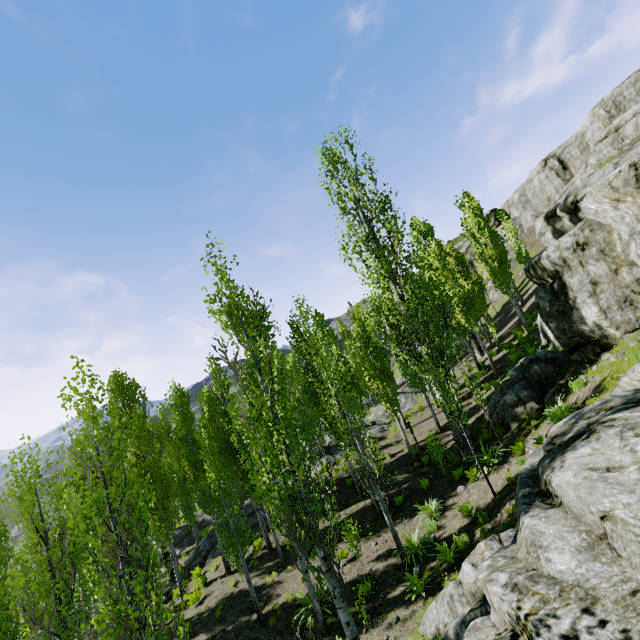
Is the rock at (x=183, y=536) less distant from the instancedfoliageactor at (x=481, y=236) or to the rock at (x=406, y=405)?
the instancedfoliageactor at (x=481, y=236)

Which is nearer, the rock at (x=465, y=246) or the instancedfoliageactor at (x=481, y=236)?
the instancedfoliageactor at (x=481, y=236)

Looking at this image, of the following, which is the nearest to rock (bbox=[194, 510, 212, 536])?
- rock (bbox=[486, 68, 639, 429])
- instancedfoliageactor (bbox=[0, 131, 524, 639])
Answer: instancedfoliageactor (bbox=[0, 131, 524, 639])

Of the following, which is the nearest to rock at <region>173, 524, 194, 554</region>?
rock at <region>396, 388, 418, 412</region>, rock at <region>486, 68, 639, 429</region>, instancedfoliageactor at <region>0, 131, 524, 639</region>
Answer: instancedfoliageactor at <region>0, 131, 524, 639</region>

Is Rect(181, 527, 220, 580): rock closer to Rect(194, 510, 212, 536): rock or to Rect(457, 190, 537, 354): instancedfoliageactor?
Rect(457, 190, 537, 354): instancedfoliageactor

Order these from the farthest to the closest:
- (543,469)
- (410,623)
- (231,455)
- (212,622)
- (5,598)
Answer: (231,455)
(212,622)
(5,598)
(410,623)
(543,469)

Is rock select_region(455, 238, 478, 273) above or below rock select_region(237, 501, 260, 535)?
above
